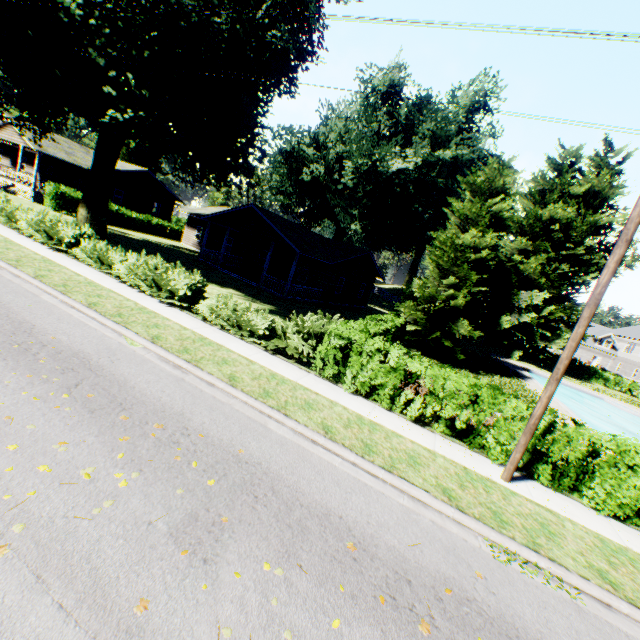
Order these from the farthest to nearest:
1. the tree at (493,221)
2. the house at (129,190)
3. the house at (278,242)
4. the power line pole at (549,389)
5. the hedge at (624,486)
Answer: the house at (129,190) → the house at (278,242) → the tree at (493,221) → the hedge at (624,486) → the power line pole at (549,389)

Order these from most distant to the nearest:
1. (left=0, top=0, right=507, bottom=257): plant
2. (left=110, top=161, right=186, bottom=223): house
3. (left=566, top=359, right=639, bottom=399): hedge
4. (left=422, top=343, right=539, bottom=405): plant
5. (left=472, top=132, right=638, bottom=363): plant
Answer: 1. (left=566, top=359, right=639, bottom=399): hedge
2. (left=110, top=161, right=186, bottom=223): house
3. (left=472, top=132, right=638, bottom=363): plant
4. (left=422, top=343, right=539, bottom=405): plant
5. (left=0, top=0, right=507, bottom=257): plant

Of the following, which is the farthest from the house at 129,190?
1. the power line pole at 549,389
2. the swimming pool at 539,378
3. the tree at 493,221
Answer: the swimming pool at 539,378

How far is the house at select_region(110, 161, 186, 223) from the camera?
34.94m

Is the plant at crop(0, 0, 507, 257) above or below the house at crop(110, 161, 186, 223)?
above

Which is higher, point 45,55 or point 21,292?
point 45,55

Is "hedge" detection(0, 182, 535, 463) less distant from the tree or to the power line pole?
the tree

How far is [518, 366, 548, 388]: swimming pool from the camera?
26.0m
